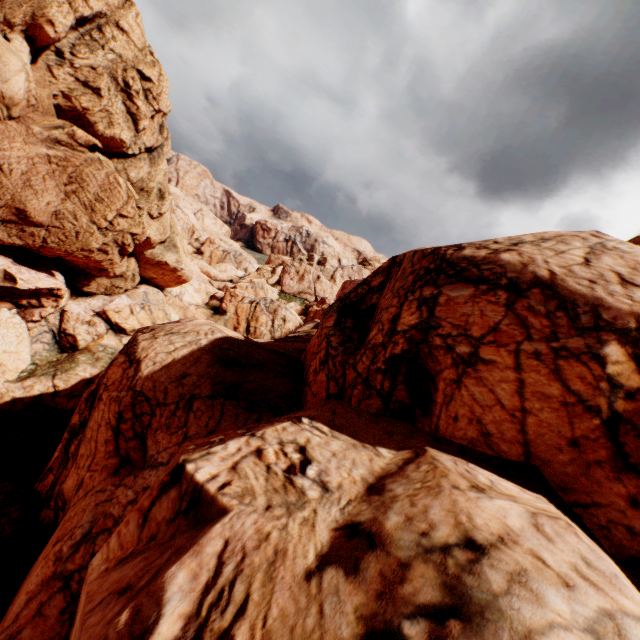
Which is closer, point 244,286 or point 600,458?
point 600,458
